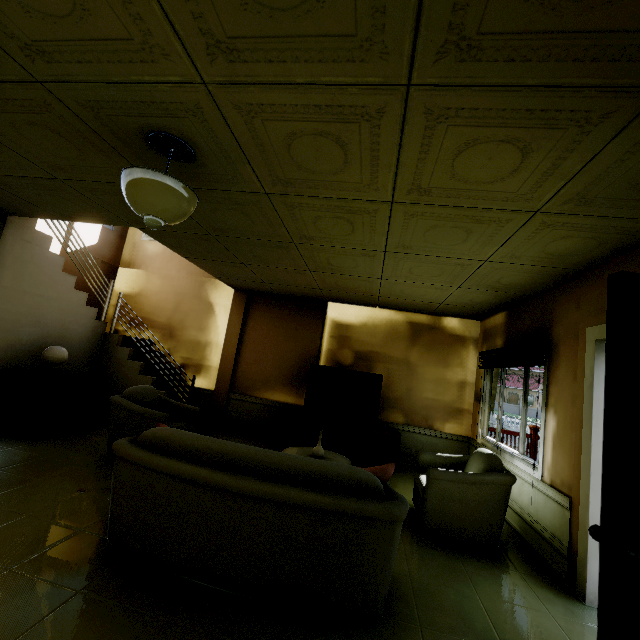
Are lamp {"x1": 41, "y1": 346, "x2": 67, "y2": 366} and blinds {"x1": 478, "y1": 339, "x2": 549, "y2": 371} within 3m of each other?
no

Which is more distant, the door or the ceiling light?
the ceiling light

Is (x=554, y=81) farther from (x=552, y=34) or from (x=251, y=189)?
(x=251, y=189)

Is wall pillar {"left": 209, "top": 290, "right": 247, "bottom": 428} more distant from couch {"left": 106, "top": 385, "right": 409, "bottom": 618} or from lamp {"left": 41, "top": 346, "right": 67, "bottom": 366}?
couch {"left": 106, "top": 385, "right": 409, "bottom": 618}

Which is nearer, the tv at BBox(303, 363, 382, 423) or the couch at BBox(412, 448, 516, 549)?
the couch at BBox(412, 448, 516, 549)

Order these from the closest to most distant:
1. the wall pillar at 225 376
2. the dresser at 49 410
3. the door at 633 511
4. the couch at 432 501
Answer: the door at 633 511 < the couch at 432 501 < the dresser at 49 410 < the wall pillar at 225 376

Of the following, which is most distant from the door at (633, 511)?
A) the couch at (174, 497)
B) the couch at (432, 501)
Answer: the couch at (432, 501)

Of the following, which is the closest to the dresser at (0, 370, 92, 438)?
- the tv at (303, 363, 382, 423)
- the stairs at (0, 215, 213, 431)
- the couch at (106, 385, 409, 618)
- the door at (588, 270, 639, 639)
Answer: the stairs at (0, 215, 213, 431)
